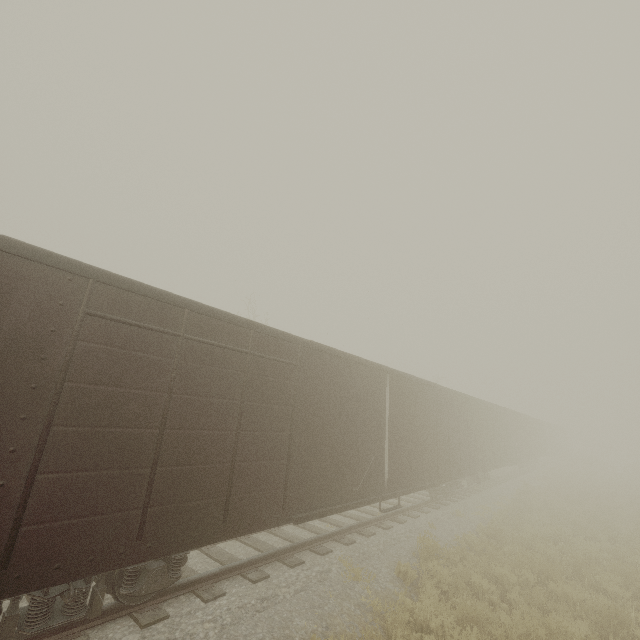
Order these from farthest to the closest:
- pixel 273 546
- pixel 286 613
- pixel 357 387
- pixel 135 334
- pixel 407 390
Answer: pixel 407 390 → pixel 357 387 → pixel 273 546 → pixel 286 613 → pixel 135 334
